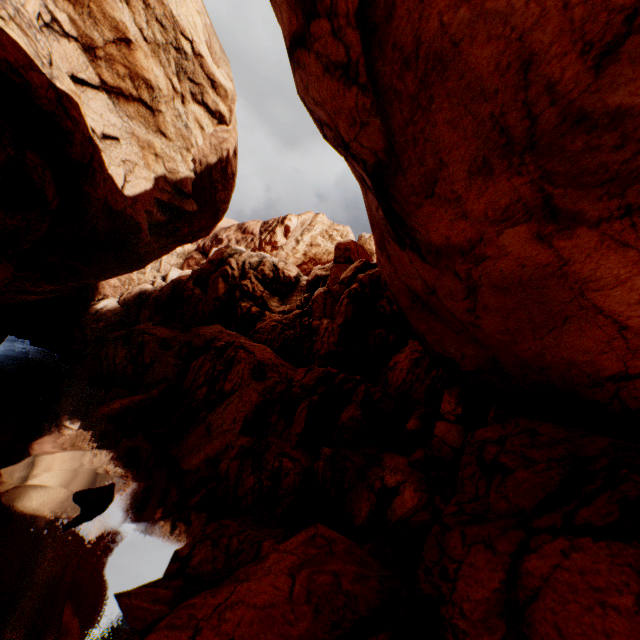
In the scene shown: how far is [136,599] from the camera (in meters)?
8.96

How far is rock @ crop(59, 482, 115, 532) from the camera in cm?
1148

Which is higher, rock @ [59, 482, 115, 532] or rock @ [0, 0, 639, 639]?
rock @ [0, 0, 639, 639]

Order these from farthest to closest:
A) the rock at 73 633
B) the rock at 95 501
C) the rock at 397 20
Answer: the rock at 95 501 → the rock at 73 633 → the rock at 397 20

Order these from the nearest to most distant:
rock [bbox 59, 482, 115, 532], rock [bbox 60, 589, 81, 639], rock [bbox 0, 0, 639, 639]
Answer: rock [bbox 0, 0, 639, 639] < rock [bbox 60, 589, 81, 639] < rock [bbox 59, 482, 115, 532]

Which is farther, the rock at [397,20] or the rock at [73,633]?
the rock at [73,633]

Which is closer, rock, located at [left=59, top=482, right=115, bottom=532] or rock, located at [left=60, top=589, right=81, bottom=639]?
rock, located at [left=60, top=589, right=81, bottom=639]
